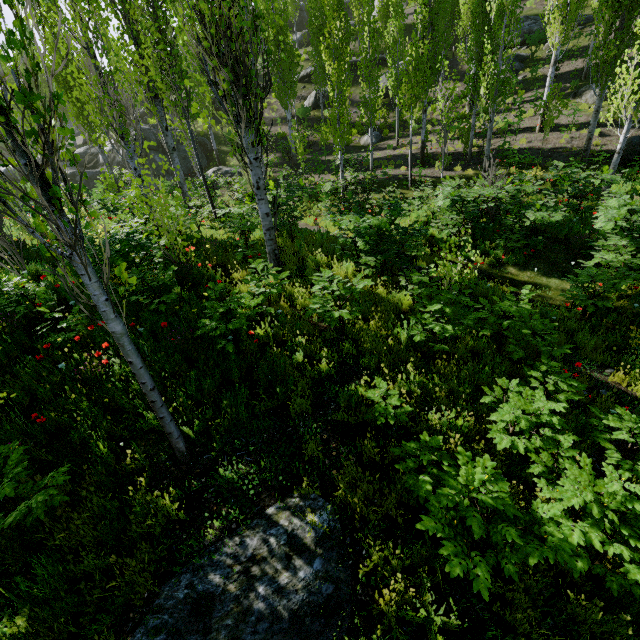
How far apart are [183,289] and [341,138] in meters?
11.6 m

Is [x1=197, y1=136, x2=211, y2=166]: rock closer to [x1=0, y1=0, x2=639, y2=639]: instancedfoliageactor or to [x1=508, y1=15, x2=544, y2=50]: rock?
[x1=0, y1=0, x2=639, y2=639]: instancedfoliageactor

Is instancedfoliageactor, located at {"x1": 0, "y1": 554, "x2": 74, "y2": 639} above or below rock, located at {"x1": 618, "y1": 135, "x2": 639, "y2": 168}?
below

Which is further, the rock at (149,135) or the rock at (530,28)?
the rock at (149,135)

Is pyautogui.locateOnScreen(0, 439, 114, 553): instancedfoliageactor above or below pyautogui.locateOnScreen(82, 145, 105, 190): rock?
below

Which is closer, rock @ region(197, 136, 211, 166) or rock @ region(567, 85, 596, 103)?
rock @ region(567, 85, 596, 103)

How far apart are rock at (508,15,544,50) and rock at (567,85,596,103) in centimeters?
814cm

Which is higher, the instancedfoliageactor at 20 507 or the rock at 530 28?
the rock at 530 28
